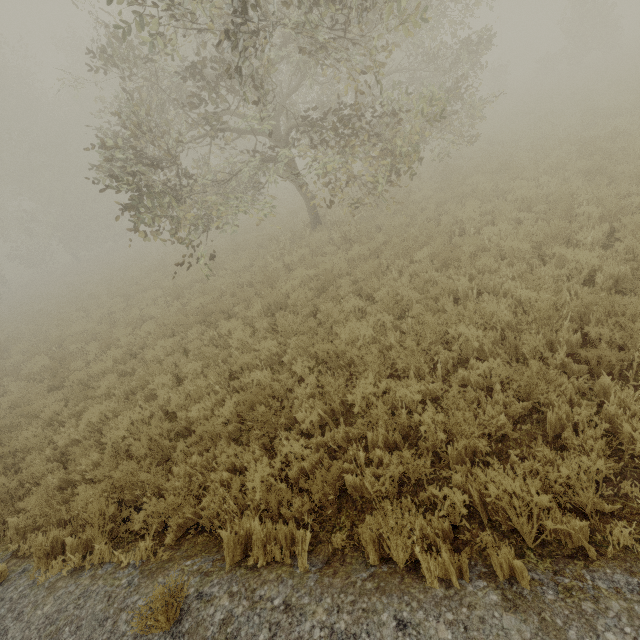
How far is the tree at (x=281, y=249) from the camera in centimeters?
1079cm

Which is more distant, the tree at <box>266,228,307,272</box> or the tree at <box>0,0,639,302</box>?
the tree at <box>266,228,307,272</box>

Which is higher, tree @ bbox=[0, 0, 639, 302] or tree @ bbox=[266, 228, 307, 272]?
tree @ bbox=[0, 0, 639, 302]

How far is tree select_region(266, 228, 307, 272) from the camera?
10.8 meters

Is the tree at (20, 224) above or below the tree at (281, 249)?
above

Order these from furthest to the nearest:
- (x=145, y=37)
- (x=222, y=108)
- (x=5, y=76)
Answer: (x=5, y=76), (x=222, y=108), (x=145, y=37)
